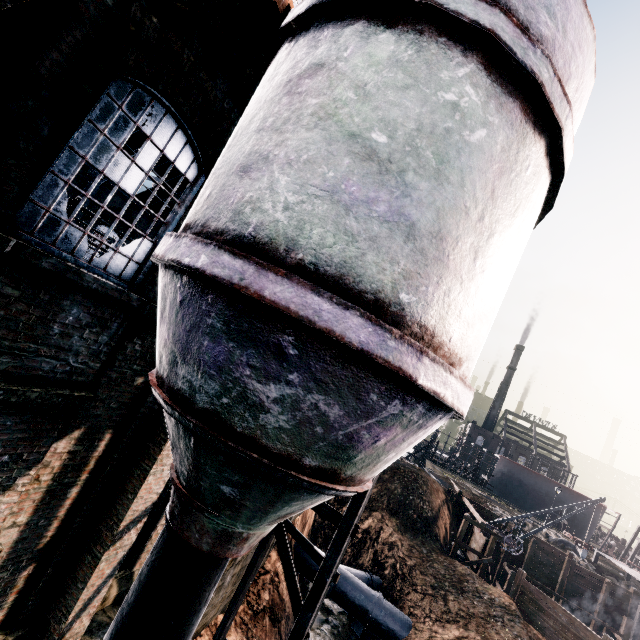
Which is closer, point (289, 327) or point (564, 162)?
point (289, 327)

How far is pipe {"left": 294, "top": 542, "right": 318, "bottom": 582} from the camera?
18.9 meters

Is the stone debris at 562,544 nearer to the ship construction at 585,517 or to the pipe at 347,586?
the ship construction at 585,517

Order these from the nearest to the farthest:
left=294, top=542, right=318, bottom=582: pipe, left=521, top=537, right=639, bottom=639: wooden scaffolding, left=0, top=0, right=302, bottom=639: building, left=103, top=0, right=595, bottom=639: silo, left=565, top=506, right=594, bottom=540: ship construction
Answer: left=103, top=0, right=595, bottom=639: silo
left=0, top=0, right=302, bottom=639: building
left=294, top=542, right=318, bottom=582: pipe
left=521, top=537, right=639, bottom=639: wooden scaffolding
left=565, top=506, right=594, bottom=540: ship construction

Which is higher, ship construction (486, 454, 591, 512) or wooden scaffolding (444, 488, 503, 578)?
ship construction (486, 454, 591, 512)

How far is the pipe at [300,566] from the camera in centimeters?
1888cm

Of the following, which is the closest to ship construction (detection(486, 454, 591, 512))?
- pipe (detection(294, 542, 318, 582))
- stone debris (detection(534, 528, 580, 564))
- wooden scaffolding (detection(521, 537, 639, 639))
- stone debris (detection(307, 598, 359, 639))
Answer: stone debris (detection(534, 528, 580, 564))

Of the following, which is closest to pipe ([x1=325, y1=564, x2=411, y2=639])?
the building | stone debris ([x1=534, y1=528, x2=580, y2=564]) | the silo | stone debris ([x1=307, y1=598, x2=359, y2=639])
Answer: stone debris ([x1=307, y1=598, x2=359, y2=639])
